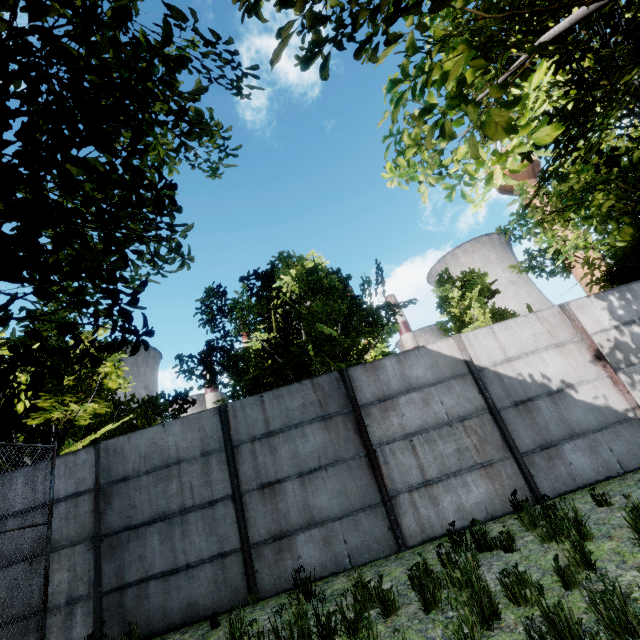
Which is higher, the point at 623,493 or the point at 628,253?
the point at 628,253

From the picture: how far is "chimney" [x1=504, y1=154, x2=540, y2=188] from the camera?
54.7m

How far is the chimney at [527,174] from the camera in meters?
54.7
